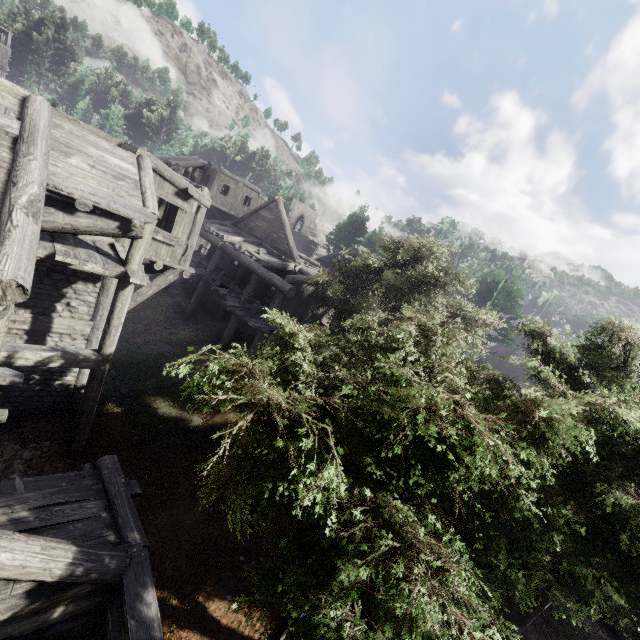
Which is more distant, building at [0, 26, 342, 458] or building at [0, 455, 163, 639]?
building at [0, 26, 342, 458]

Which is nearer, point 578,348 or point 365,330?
point 578,348

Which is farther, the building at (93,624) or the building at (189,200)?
the building at (189,200)
